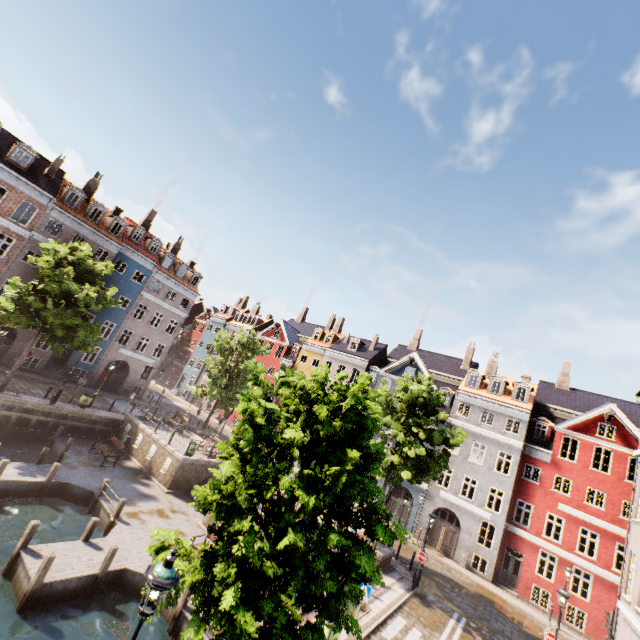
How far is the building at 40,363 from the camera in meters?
27.6 m

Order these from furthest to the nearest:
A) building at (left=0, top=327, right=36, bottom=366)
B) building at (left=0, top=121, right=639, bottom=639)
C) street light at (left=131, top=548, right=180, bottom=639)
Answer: building at (left=0, top=327, right=36, bottom=366), building at (left=0, top=121, right=639, bottom=639), street light at (left=131, top=548, right=180, bottom=639)

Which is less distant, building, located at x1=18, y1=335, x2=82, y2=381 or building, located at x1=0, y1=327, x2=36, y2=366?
building, located at x1=0, y1=327, x2=36, y2=366

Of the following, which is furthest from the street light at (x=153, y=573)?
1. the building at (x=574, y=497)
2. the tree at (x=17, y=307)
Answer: the building at (x=574, y=497)

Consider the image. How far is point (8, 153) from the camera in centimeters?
2506cm

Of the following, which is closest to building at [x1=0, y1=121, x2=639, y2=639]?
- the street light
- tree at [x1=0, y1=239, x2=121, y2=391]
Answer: the street light
